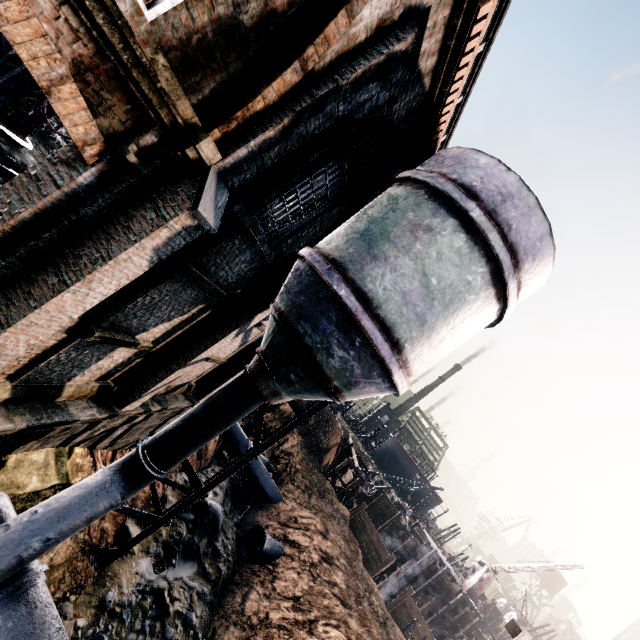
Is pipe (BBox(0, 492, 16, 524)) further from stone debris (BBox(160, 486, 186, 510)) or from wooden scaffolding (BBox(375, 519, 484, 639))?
wooden scaffolding (BBox(375, 519, 484, 639))

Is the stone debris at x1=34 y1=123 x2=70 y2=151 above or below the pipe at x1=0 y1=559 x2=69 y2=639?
above

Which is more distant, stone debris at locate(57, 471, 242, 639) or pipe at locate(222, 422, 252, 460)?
pipe at locate(222, 422, 252, 460)

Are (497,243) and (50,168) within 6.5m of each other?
no

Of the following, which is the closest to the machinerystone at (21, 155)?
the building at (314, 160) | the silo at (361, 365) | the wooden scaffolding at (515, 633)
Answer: the building at (314, 160)

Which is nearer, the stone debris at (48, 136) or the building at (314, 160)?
the building at (314, 160)

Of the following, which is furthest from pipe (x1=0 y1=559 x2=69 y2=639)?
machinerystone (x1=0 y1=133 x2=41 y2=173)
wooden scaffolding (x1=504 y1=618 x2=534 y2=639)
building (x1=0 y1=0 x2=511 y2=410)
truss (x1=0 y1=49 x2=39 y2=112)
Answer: machinerystone (x1=0 y1=133 x2=41 y2=173)

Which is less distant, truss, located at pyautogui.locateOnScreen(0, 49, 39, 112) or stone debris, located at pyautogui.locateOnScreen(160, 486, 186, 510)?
truss, located at pyautogui.locateOnScreen(0, 49, 39, 112)
